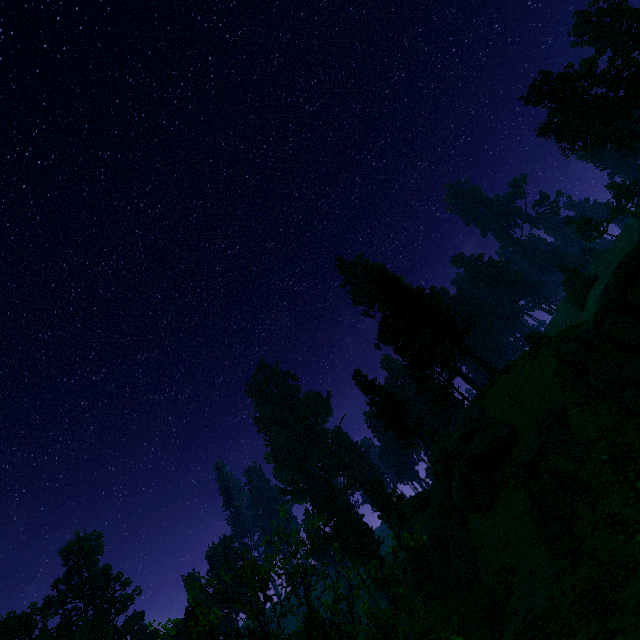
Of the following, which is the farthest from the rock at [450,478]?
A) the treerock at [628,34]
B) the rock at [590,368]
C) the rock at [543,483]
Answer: the rock at [590,368]

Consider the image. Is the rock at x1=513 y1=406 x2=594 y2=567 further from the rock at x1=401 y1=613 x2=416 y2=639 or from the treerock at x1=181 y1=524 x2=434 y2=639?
the treerock at x1=181 y1=524 x2=434 y2=639

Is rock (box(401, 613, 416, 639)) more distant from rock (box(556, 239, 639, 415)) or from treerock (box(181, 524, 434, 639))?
rock (box(556, 239, 639, 415))

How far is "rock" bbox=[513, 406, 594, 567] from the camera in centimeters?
1459cm

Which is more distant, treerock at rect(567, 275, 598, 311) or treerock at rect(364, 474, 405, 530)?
treerock at rect(567, 275, 598, 311)

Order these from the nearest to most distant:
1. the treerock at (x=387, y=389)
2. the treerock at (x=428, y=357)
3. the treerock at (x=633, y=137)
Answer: the treerock at (x=428, y=357) < the treerock at (x=633, y=137) < the treerock at (x=387, y=389)

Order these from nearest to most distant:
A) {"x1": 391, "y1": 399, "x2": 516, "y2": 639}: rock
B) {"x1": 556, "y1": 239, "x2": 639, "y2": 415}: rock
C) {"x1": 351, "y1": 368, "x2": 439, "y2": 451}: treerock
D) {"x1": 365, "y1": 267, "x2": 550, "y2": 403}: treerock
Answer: {"x1": 556, "y1": 239, "x2": 639, "y2": 415}: rock → {"x1": 391, "y1": 399, "x2": 516, "y2": 639}: rock → {"x1": 365, "y1": 267, "x2": 550, "y2": 403}: treerock → {"x1": 351, "y1": 368, "x2": 439, "y2": 451}: treerock

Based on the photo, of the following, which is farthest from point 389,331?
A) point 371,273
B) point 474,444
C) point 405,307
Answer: point 474,444
